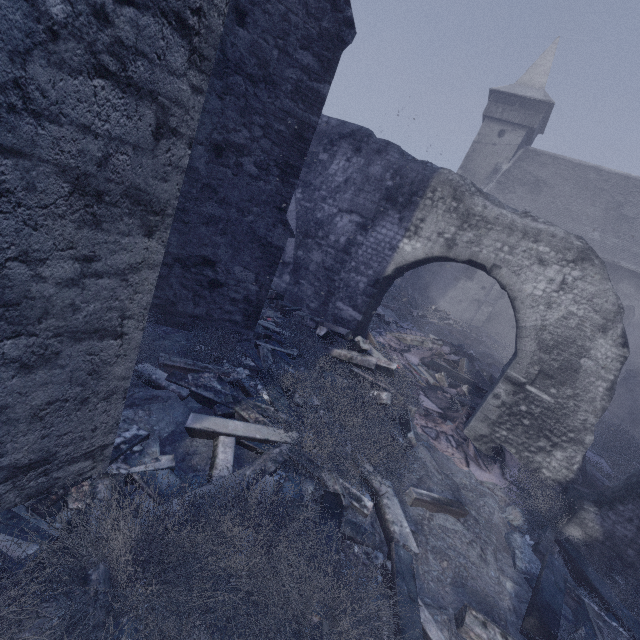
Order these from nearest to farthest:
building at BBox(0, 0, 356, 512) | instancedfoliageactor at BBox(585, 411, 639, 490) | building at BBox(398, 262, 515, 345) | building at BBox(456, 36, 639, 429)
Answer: building at BBox(0, 0, 356, 512), instancedfoliageactor at BBox(585, 411, 639, 490), building at BBox(456, 36, 639, 429), building at BBox(398, 262, 515, 345)

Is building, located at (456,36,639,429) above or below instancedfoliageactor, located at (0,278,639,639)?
above

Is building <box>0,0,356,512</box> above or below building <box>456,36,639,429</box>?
below

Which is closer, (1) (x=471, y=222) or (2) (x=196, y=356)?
(2) (x=196, y=356)

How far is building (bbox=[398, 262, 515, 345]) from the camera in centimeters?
2148cm

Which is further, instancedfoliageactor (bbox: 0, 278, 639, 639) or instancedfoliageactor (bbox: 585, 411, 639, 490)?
instancedfoliageactor (bbox: 585, 411, 639, 490)

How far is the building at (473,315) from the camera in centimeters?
2148cm

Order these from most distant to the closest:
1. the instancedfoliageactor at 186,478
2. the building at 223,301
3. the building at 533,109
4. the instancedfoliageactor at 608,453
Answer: the building at 533,109 < the instancedfoliageactor at 608,453 < the instancedfoliageactor at 186,478 < the building at 223,301
